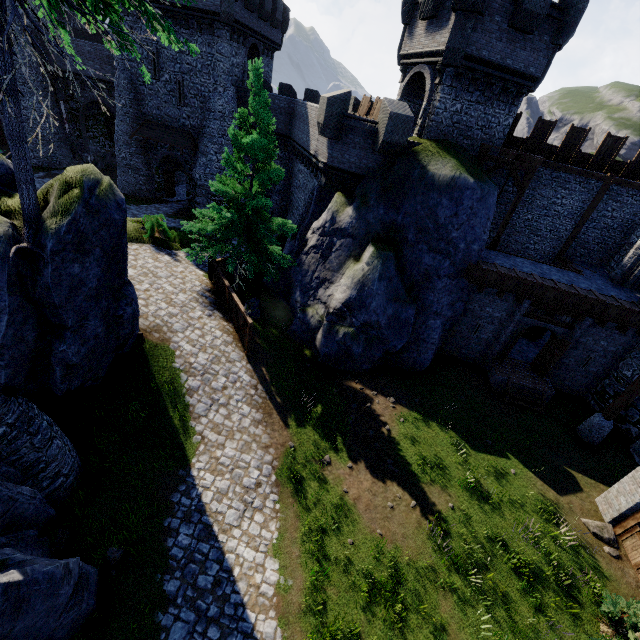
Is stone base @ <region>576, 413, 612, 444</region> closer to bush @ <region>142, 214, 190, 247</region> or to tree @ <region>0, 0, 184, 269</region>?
tree @ <region>0, 0, 184, 269</region>

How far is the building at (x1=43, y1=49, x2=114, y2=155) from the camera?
30.66m

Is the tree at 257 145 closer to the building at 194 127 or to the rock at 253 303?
the rock at 253 303

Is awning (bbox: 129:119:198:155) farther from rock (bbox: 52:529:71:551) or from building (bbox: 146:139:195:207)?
rock (bbox: 52:529:71:551)

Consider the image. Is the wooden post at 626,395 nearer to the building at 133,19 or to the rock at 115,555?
the rock at 115,555

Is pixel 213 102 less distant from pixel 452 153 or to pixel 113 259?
pixel 452 153

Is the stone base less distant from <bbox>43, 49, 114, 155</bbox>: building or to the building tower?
the building tower

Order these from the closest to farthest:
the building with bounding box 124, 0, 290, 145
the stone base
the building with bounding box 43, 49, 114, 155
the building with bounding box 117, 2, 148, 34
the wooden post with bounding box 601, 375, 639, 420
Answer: the wooden post with bounding box 601, 375, 639, 420, the stone base, the building with bounding box 124, 0, 290, 145, the building with bounding box 117, 2, 148, 34, the building with bounding box 43, 49, 114, 155
